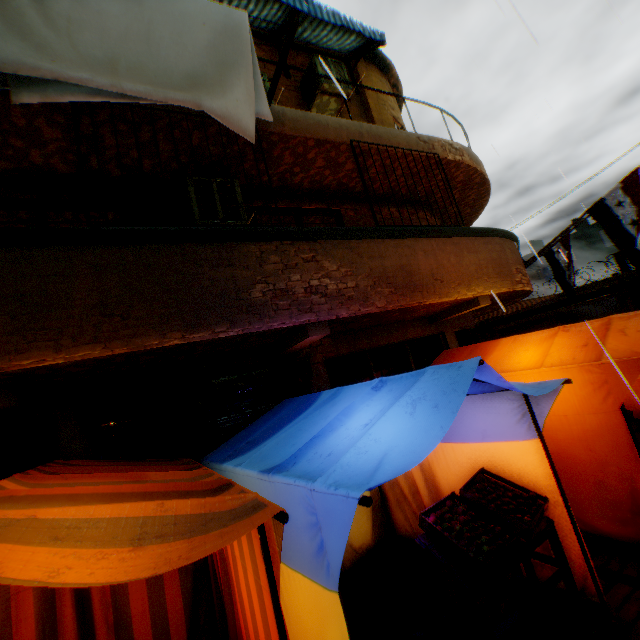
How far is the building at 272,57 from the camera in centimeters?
537cm

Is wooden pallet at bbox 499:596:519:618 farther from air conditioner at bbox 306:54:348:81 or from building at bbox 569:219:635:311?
air conditioner at bbox 306:54:348:81

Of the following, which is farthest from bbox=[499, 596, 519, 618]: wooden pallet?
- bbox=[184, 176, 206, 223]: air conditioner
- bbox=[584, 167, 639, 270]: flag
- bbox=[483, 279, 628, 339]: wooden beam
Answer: bbox=[483, 279, 628, 339]: wooden beam

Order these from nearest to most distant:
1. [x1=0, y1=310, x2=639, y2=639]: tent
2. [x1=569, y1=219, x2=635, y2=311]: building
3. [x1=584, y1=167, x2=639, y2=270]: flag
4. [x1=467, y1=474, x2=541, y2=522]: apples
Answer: [x1=0, y1=310, x2=639, y2=639]: tent < [x1=467, y1=474, x2=541, y2=522]: apples < [x1=584, y1=167, x2=639, y2=270]: flag < [x1=569, y1=219, x2=635, y2=311]: building

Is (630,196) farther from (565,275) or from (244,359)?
(244,359)

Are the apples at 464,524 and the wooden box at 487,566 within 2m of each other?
yes

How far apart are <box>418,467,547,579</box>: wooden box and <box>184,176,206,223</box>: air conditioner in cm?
420

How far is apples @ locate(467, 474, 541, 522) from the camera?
3.0m
